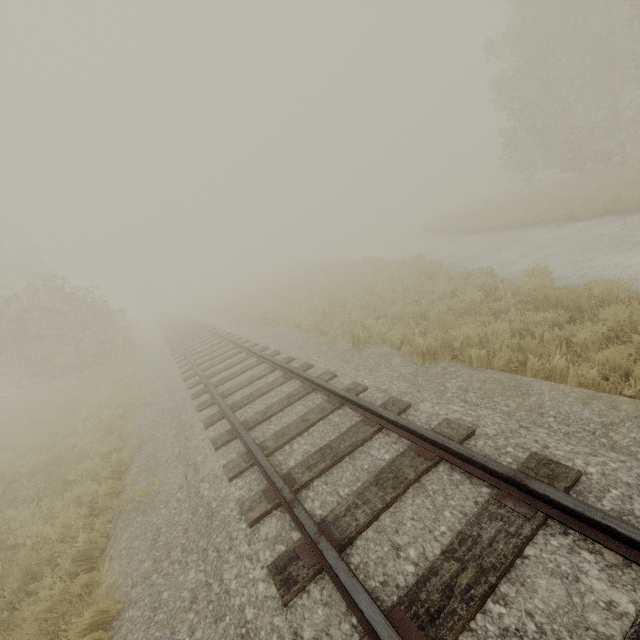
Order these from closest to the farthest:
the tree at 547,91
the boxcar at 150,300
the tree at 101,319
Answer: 1. the tree at 101,319
2. the tree at 547,91
3. the boxcar at 150,300

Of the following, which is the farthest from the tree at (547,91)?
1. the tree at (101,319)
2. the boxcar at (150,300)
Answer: the boxcar at (150,300)

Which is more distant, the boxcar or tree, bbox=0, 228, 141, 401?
the boxcar

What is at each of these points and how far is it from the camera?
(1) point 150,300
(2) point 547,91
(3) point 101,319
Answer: (1) boxcar, 53.6m
(2) tree, 18.5m
(3) tree, 17.6m

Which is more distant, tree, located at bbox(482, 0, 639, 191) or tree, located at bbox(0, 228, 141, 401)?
tree, located at bbox(482, 0, 639, 191)

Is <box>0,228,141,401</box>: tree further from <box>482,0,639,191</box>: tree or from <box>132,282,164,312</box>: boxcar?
<box>132,282,164,312</box>: boxcar

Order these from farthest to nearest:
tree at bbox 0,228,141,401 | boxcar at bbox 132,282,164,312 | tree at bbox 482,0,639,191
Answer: boxcar at bbox 132,282,164,312 < tree at bbox 482,0,639,191 < tree at bbox 0,228,141,401
